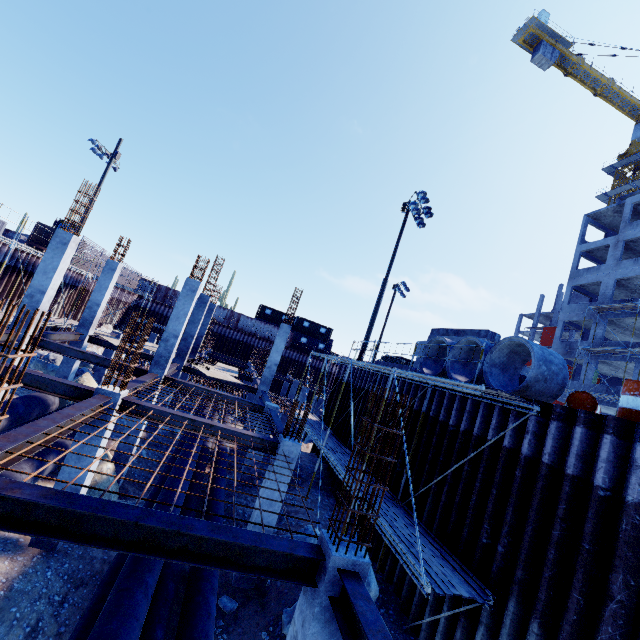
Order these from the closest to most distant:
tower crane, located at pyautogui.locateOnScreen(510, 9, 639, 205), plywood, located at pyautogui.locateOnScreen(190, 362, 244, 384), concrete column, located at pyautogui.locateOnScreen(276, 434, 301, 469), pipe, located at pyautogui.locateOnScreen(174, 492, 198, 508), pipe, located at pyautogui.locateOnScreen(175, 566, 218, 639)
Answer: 1. pipe, located at pyautogui.locateOnScreen(175, 566, 218, 639)
2. pipe, located at pyautogui.locateOnScreen(174, 492, 198, 508)
3. concrete column, located at pyautogui.locateOnScreen(276, 434, 301, 469)
4. plywood, located at pyautogui.locateOnScreen(190, 362, 244, 384)
5. tower crane, located at pyautogui.locateOnScreen(510, 9, 639, 205)

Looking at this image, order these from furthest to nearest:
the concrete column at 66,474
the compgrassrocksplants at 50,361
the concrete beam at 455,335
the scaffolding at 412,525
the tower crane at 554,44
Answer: the tower crane at 554,44, the compgrassrocksplants at 50,361, the concrete beam at 455,335, the concrete column at 66,474, the scaffolding at 412,525

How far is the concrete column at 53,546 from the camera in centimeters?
759cm

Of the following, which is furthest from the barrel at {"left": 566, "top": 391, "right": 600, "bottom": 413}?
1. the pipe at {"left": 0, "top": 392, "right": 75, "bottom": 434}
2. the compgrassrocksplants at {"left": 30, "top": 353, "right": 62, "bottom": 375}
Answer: the compgrassrocksplants at {"left": 30, "top": 353, "right": 62, "bottom": 375}

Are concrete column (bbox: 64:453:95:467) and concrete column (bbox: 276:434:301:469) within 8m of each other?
yes

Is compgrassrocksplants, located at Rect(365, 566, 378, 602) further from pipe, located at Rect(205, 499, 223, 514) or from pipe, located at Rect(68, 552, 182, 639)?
pipe, located at Rect(68, 552, 182, 639)

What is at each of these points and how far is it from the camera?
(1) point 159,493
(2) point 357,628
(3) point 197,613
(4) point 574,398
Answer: (1) pipe, 9.6m
(2) steel beam, 3.7m
(3) pipe, 6.1m
(4) barrel, 7.4m

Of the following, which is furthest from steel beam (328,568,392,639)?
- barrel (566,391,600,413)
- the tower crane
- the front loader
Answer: the tower crane
